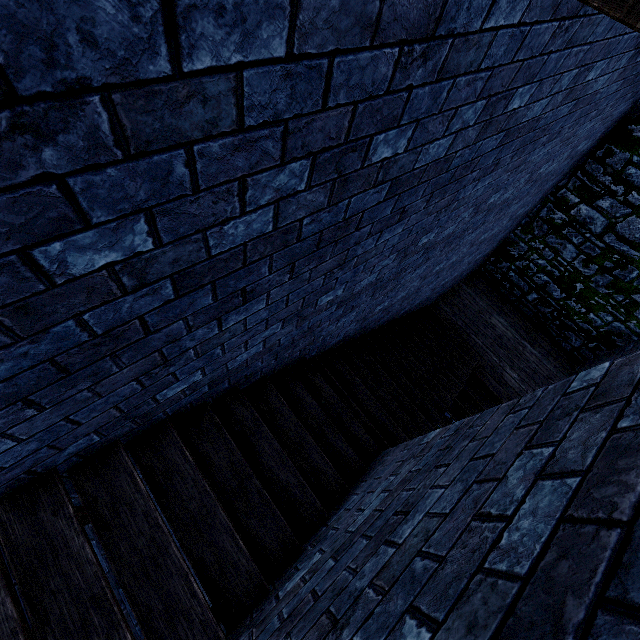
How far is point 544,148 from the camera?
4.1m

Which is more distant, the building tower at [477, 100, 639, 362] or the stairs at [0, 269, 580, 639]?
the building tower at [477, 100, 639, 362]

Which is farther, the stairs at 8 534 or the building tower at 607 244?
the building tower at 607 244
